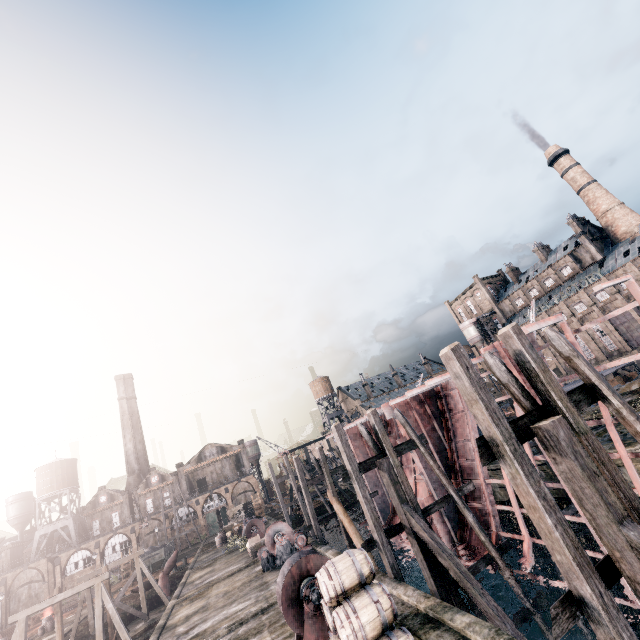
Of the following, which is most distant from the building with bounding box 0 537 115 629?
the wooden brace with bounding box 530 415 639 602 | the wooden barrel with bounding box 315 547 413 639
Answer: the wooden brace with bounding box 530 415 639 602

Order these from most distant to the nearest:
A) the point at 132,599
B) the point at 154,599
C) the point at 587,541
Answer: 1. the point at 132,599
2. the point at 154,599
3. the point at 587,541

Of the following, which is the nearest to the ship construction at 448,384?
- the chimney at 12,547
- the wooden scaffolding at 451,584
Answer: the wooden scaffolding at 451,584

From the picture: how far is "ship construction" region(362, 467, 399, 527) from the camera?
27.0 meters

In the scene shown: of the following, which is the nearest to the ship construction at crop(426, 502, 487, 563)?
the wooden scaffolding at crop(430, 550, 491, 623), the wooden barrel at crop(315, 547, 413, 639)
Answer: the wooden scaffolding at crop(430, 550, 491, 623)

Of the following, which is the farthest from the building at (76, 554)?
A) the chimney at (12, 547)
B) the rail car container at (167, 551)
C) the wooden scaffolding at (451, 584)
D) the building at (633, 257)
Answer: the building at (633, 257)

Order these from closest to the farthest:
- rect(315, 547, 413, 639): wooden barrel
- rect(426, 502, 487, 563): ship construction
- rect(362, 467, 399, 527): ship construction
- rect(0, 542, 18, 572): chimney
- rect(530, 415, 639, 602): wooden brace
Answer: rect(530, 415, 639, 602): wooden brace < rect(315, 547, 413, 639): wooden barrel < rect(426, 502, 487, 563): ship construction < rect(362, 467, 399, 527): ship construction < rect(0, 542, 18, 572): chimney

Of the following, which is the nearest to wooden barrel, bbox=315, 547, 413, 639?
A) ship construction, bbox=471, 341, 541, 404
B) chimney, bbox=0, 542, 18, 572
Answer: ship construction, bbox=471, 341, 541, 404
